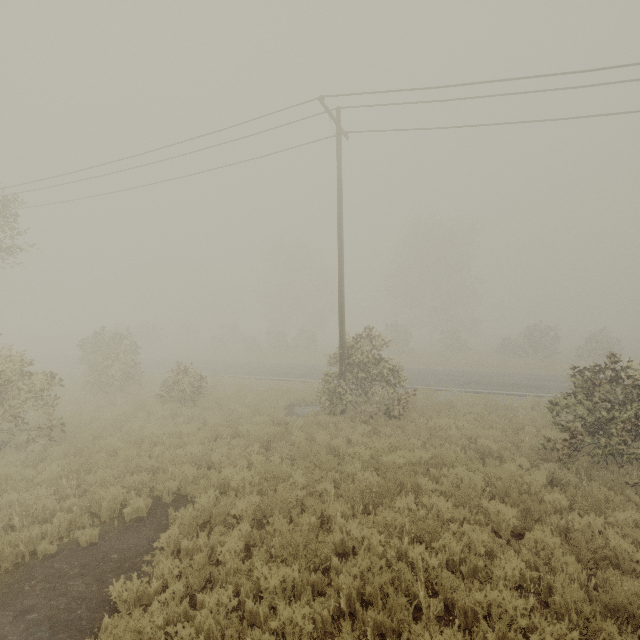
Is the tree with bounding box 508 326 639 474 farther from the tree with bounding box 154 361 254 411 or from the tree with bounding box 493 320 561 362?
the tree with bounding box 493 320 561 362

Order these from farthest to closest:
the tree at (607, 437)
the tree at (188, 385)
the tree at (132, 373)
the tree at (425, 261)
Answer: the tree at (188, 385), the tree at (425, 261), the tree at (132, 373), the tree at (607, 437)

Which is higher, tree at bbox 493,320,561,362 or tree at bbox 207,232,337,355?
tree at bbox 207,232,337,355

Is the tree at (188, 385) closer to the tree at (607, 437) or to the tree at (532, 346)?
the tree at (607, 437)

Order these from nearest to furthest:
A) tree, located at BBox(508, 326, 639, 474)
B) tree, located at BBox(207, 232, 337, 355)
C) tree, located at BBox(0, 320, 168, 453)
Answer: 1. tree, located at BBox(508, 326, 639, 474)
2. tree, located at BBox(0, 320, 168, 453)
3. tree, located at BBox(207, 232, 337, 355)

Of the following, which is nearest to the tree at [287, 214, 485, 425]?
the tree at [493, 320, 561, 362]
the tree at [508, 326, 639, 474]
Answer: the tree at [508, 326, 639, 474]

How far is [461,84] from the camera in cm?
1000
